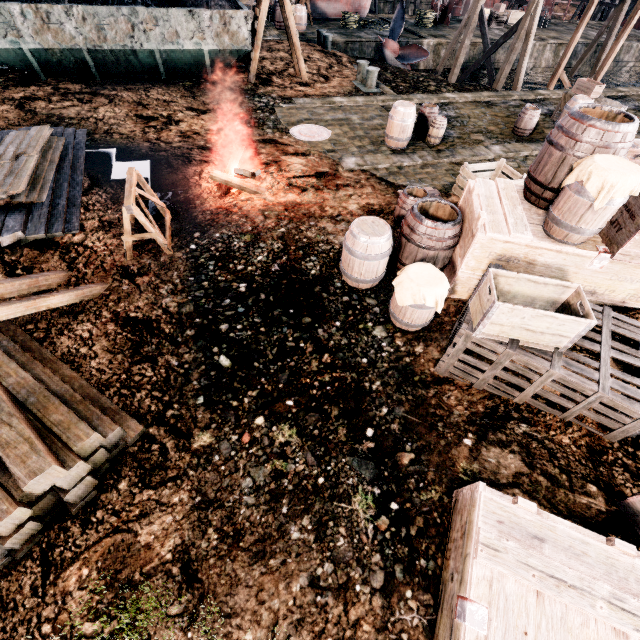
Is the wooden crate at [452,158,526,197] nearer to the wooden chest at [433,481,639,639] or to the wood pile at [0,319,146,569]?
the wooden chest at [433,481,639,639]

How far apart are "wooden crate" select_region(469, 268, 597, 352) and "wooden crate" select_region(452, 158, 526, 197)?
5.72m

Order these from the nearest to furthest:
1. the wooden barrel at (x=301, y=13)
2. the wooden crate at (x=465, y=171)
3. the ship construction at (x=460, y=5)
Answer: the wooden crate at (x=465, y=171)
the wooden barrel at (x=301, y=13)
the ship construction at (x=460, y=5)

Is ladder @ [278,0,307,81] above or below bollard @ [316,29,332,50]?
above

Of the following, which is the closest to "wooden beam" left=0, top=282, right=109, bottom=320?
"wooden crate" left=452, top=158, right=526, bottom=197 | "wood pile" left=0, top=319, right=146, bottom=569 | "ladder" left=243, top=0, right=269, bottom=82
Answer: "wood pile" left=0, top=319, right=146, bottom=569

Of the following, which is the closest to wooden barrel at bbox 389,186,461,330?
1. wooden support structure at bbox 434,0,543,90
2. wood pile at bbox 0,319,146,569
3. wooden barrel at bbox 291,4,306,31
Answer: wood pile at bbox 0,319,146,569

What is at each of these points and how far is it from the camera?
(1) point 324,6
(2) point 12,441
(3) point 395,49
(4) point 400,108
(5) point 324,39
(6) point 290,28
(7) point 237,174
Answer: (1) boat, 26.5m
(2) wood pile, 3.4m
(3) propeller, 21.0m
(4) wooden barrel, 10.9m
(5) bollard, 20.3m
(6) ladder, 14.3m
(7) wooden beam, 8.4m

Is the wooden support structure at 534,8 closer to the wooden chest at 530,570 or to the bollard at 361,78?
the bollard at 361,78
